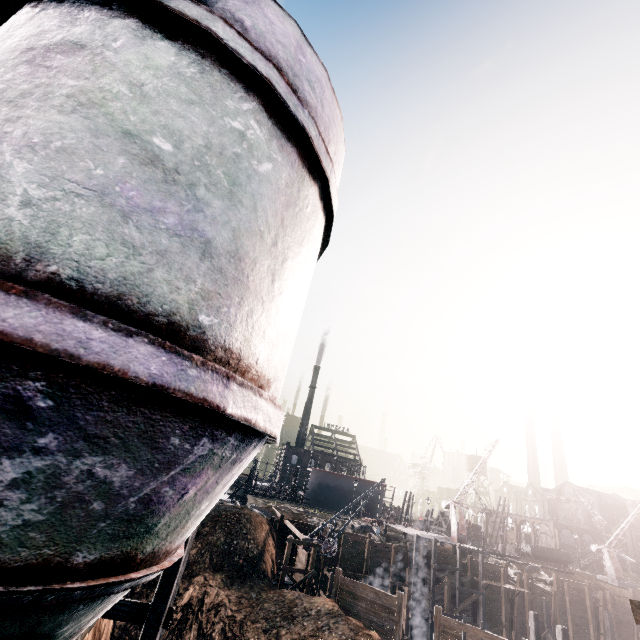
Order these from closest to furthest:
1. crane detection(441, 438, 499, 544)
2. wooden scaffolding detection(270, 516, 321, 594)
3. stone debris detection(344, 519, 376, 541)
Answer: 1. wooden scaffolding detection(270, 516, 321, 594)
2. stone debris detection(344, 519, 376, 541)
3. crane detection(441, 438, 499, 544)

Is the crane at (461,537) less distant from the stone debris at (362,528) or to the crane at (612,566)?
the stone debris at (362,528)

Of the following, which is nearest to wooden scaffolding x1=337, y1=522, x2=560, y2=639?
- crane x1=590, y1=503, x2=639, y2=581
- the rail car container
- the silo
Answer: the rail car container

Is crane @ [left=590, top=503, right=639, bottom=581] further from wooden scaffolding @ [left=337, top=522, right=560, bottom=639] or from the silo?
the silo

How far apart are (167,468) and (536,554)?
68.23m

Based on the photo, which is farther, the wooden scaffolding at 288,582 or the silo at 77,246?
the wooden scaffolding at 288,582

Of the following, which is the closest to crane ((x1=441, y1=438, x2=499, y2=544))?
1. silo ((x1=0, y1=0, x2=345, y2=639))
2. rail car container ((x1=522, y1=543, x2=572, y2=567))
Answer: rail car container ((x1=522, y1=543, x2=572, y2=567))

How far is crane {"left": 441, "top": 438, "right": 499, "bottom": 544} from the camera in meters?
39.5 m
